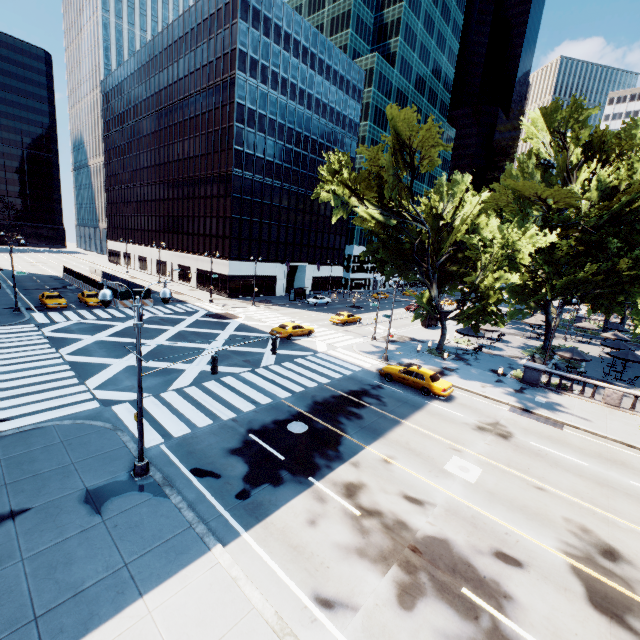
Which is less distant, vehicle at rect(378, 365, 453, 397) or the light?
the light

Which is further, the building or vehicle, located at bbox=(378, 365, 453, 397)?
the building

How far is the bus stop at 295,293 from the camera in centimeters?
5506cm

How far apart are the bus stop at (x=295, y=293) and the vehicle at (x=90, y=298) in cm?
2667

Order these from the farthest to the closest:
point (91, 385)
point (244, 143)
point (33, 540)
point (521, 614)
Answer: point (244, 143) < point (91, 385) < point (33, 540) < point (521, 614)

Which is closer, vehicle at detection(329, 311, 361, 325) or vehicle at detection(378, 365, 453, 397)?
vehicle at detection(378, 365, 453, 397)

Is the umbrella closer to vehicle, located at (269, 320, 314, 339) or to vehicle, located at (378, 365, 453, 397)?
vehicle, located at (378, 365, 453, 397)

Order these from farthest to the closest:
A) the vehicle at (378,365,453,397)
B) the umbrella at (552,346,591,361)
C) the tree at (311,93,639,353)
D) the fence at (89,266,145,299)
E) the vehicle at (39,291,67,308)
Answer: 1. the fence at (89,266,145,299)
2. the vehicle at (39,291,67,308)
3. the umbrella at (552,346,591,361)
4. the tree at (311,93,639,353)
5. the vehicle at (378,365,453,397)
